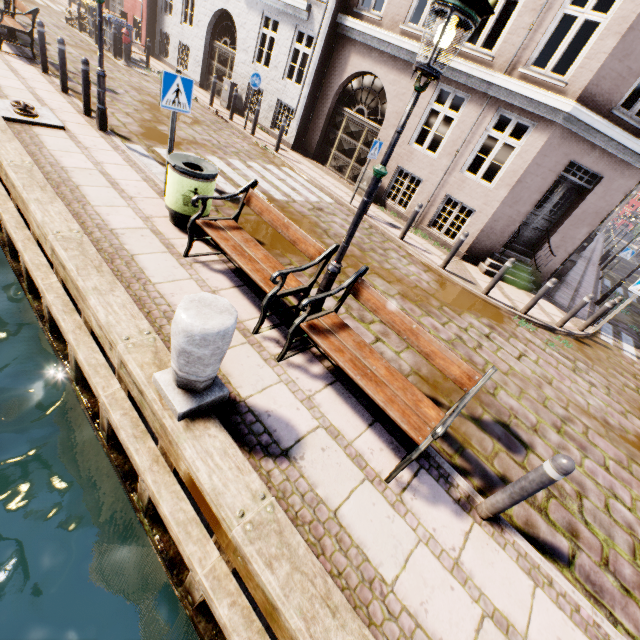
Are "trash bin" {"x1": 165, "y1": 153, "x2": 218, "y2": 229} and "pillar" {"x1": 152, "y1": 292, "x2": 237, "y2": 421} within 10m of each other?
yes

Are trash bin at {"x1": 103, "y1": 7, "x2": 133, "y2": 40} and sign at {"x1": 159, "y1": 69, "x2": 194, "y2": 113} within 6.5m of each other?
no

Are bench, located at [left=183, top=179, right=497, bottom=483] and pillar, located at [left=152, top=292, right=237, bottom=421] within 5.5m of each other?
yes

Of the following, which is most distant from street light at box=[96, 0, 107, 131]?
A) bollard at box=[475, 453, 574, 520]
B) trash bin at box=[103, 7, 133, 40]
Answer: trash bin at box=[103, 7, 133, 40]

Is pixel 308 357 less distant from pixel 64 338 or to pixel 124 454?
pixel 124 454

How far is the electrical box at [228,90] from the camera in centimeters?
1377cm

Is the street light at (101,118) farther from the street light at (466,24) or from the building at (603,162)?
the building at (603,162)

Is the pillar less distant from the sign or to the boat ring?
the sign
